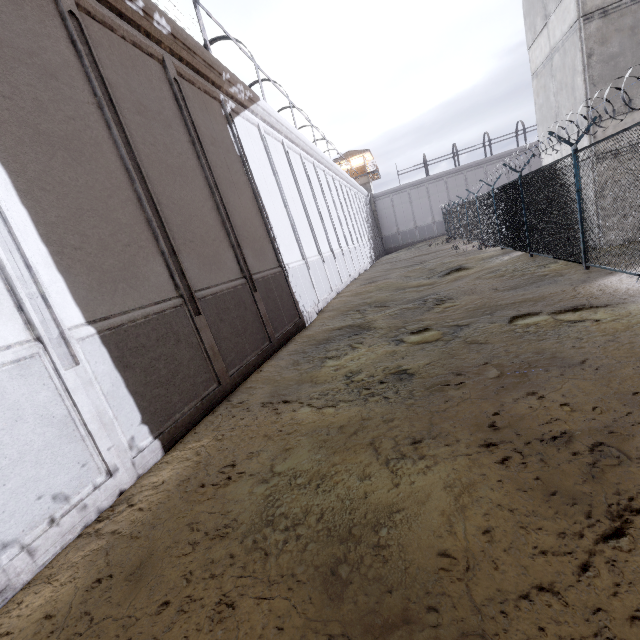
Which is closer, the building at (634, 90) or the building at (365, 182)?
the building at (634, 90)

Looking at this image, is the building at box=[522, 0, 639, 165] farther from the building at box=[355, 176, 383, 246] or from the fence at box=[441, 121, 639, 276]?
the building at box=[355, 176, 383, 246]

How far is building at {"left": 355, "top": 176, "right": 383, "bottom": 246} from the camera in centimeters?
4628cm

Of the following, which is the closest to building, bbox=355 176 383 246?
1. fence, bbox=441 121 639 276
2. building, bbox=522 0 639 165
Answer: fence, bbox=441 121 639 276

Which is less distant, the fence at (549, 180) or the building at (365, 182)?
the fence at (549, 180)

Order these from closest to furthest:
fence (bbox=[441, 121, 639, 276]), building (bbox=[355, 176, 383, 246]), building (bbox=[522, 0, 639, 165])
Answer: fence (bbox=[441, 121, 639, 276]) < building (bbox=[522, 0, 639, 165]) < building (bbox=[355, 176, 383, 246])

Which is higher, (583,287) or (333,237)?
(333,237)
